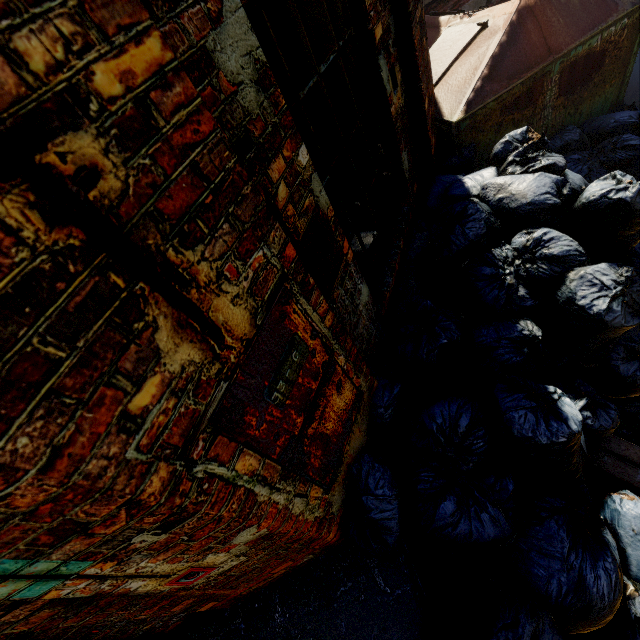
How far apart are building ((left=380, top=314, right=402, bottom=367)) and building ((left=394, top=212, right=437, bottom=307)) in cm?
8

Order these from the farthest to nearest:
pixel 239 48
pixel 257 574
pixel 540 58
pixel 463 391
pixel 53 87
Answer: pixel 540 58
pixel 463 391
pixel 257 574
pixel 239 48
pixel 53 87

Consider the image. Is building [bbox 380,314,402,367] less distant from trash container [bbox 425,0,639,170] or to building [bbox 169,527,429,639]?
building [bbox 169,527,429,639]

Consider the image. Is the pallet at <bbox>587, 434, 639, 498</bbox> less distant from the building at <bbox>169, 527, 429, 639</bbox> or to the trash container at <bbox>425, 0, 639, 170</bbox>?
the building at <bbox>169, 527, 429, 639</bbox>

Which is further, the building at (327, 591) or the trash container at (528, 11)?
the trash container at (528, 11)

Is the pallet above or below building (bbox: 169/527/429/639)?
below

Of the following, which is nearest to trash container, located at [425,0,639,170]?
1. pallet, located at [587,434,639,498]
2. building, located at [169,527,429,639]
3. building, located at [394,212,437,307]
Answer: building, located at [394,212,437,307]

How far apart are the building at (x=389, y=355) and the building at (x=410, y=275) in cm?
8
